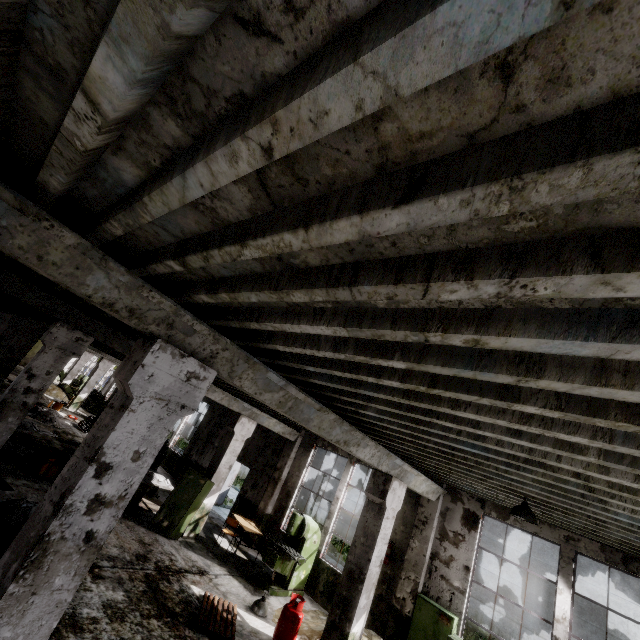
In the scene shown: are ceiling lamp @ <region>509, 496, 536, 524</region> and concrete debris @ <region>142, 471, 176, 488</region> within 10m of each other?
no

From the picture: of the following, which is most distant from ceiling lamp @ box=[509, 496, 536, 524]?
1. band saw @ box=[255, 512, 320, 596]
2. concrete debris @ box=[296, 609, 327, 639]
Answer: band saw @ box=[255, 512, 320, 596]

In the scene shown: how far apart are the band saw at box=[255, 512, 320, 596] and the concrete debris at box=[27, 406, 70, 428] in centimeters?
1282cm

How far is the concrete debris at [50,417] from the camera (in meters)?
15.62

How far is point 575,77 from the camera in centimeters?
91cm

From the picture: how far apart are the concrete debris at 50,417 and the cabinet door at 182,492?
10.36m

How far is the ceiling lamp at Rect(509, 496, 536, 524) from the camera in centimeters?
563cm

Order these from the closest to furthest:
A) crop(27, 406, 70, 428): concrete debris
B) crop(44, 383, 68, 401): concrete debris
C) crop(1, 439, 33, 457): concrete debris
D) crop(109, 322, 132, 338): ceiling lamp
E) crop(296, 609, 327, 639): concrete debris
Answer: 1. crop(109, 322, 132, 338): ceiling lamp
2. crop(296, 609, 327, 639): concrete debris
3. crop(1, 439, 33, 457): concrete debris
4. crop(27, 406, 70, 428): concrete debris
5. crop(44, 383, 68, 401): concrete debris
